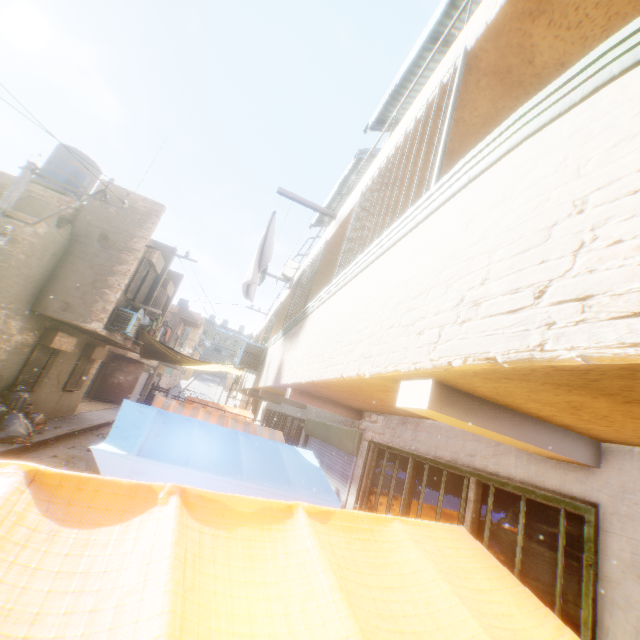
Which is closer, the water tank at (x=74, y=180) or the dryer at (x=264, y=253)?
the dryer at (x=264, y=253)

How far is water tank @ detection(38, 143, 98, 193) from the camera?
11.94m

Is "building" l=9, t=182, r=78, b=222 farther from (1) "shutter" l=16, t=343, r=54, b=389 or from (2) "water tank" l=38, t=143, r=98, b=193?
(2) "water tank" l=38, t=143, r=98, b=193

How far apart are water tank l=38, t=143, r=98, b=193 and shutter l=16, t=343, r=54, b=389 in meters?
5.8 m

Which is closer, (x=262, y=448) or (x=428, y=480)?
(x=428, y=480)

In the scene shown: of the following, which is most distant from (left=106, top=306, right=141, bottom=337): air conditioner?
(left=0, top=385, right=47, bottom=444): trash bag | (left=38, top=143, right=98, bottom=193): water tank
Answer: (left=38, top=143, right=98, bottom=193): water tank

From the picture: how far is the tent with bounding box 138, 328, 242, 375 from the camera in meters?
14.2

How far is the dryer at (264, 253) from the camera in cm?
642
